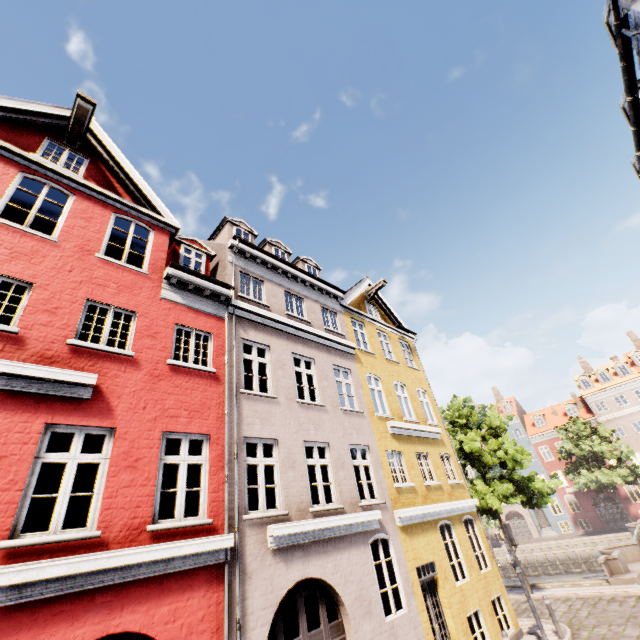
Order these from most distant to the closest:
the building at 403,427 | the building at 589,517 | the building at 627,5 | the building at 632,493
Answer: the building at 589,517, the building at 632,493, the building at 627,5, the building at 403,427

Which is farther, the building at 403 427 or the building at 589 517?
the building at 589 517

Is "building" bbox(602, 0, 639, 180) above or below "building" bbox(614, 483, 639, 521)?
above

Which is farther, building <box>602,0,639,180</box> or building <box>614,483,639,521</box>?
building <box>614,483,639,521</box>

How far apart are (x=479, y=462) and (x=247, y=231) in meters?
17.8 m
